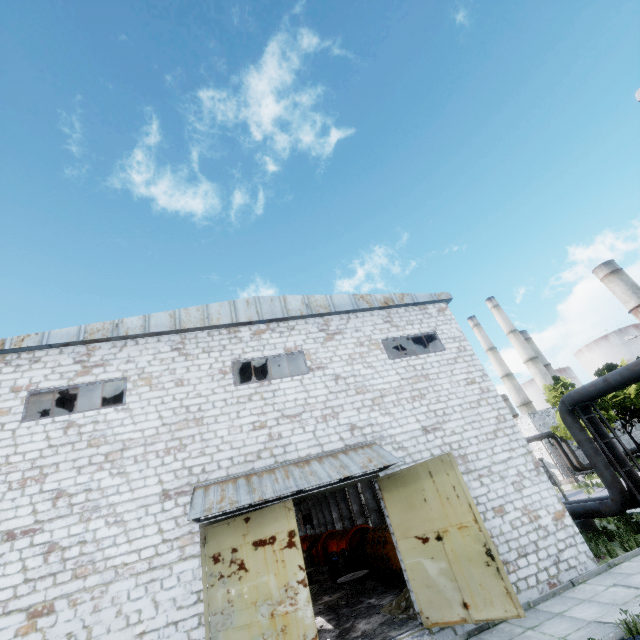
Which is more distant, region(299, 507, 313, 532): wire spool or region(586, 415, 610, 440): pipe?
region(299, 507, 313, 532): wire spool

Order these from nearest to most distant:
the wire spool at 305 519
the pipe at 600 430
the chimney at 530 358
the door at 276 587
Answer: the door at 276 587
the pipe at 600 430
the wire spool at 305 519
the chimney at 530 358

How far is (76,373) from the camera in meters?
11.0 m

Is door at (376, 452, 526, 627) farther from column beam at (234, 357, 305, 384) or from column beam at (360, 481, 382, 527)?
column beam at (360, 481, 382, 527)

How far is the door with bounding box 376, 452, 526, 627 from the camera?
8.2 meters

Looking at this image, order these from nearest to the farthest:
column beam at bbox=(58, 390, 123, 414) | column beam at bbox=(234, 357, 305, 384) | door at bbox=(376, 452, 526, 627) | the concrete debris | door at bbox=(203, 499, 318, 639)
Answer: door at bbox=(203, 499, 318, 639), door at bbox=(376, 452, 526, 627), the concrete debris, column beam at bbox=(58, 390, 123, 414), column beam at bbox=(234, 357, 305, 384)

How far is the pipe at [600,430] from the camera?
13.60m

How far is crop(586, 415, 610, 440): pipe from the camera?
13.6 meters
